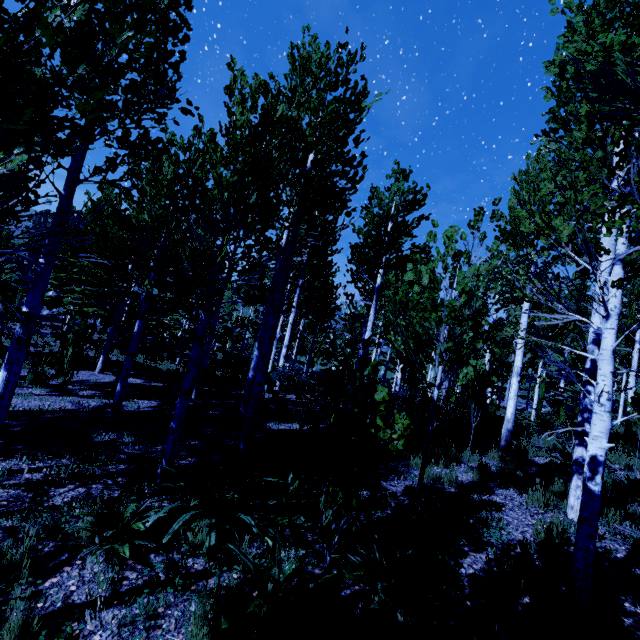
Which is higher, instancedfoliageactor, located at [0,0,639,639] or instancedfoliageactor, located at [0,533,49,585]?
instancedfoliageactor, located at [0,0,639,639]

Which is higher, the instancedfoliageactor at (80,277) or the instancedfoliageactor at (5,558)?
the instancedfoliageactor at (80,277)

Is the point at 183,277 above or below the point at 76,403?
above
